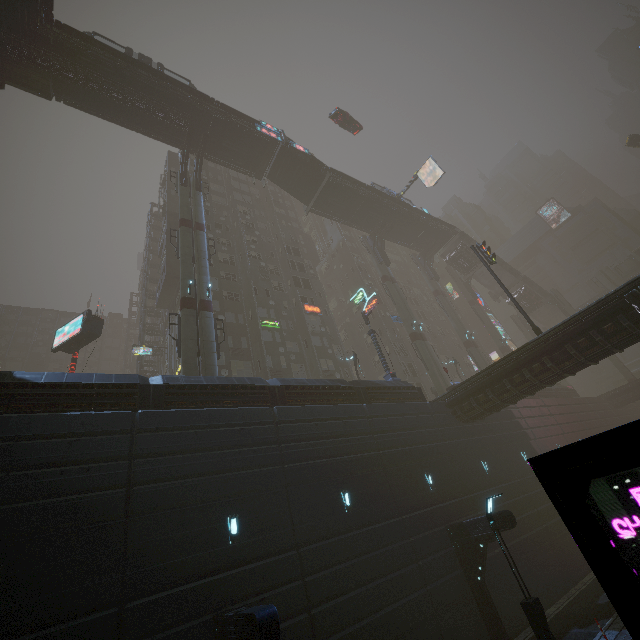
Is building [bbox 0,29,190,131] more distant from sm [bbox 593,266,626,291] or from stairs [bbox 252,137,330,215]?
sm [bbox 593,266,626,291]

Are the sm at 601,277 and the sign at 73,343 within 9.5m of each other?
no

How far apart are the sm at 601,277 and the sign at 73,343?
69.31m

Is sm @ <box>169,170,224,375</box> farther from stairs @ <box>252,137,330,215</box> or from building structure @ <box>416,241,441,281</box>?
building structure @ <box>416,241,441,281</box>

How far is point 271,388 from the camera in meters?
17.0 m

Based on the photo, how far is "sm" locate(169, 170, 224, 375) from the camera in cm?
2048

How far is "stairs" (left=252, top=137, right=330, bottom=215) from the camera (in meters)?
35.28

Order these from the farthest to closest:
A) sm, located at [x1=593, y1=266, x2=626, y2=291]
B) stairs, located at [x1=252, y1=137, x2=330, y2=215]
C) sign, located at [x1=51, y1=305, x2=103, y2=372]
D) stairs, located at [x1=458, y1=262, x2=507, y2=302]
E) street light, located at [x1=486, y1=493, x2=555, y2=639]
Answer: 1. stairs, located at [x1=458, y1=262, x2=507, y2=302]
2. sm, located at [x1=593, y1=266, x2=626, y2=291]
3. stairs, located at [x1=252, y1=137, x2=330, y2=215]
4. sign, located at [x1=51, y1=305, x2=103, y2=372]
5. street light, located at [x1=486, y1=493, x2=555, y2=639]
